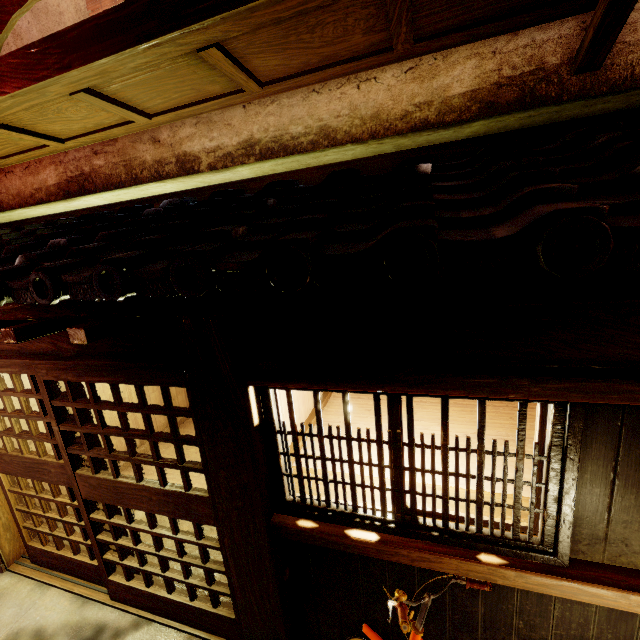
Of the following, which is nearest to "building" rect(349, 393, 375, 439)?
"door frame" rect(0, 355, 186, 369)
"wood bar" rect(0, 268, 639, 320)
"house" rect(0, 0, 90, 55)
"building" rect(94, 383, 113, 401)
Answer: "building" rect(94, 383, 113, 401)

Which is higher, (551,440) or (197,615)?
(551,440)

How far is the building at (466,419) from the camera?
5.75m

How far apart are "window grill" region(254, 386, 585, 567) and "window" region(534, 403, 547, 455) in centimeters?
6cm

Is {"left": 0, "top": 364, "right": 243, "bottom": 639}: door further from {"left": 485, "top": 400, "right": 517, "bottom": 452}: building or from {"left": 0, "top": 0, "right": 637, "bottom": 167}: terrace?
{"left": 0, "top": 0, "right": 637, "bottom": 167}: terrace

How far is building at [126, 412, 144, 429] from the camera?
10.84m

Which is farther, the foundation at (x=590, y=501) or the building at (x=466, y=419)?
the building at (x=466, y=419)

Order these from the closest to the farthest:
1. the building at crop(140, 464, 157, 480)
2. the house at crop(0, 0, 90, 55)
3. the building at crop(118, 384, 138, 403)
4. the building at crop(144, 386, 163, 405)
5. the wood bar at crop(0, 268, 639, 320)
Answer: the wood bar at crop(0, 268, 639, 320) → the house at crop(0, 0, 90, 55) → the building at crop(140, 464, 157, 480) → the building at crop(118, 384, 138, 403) → the building at crop(144, 386, 163, 405)
